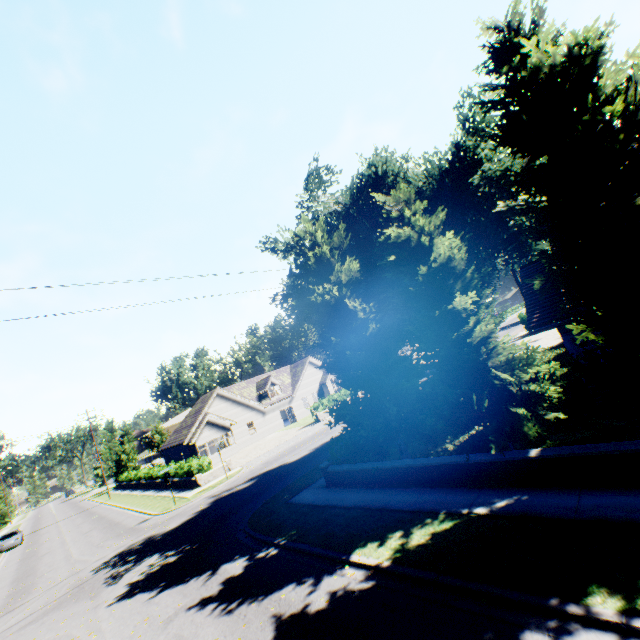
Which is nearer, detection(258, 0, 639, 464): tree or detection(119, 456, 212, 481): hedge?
detection(258, 0, 639, 464): tree

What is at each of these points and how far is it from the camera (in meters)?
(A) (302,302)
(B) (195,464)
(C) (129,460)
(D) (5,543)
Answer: (A) tree, 12.52
(B) hedge, 25.78
(C) tree, 54.16
(D) car, 32.91

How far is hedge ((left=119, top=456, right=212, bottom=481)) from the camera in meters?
25.8

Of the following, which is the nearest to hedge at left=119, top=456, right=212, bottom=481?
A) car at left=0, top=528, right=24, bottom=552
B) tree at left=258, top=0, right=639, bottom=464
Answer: tree at left=258, top=0, right=639, bottom=464

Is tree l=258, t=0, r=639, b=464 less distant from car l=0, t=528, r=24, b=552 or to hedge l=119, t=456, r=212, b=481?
car l=0, t=528, r=24, b=552

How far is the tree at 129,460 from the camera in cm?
5303

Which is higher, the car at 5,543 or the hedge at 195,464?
the hedge at 195,464
